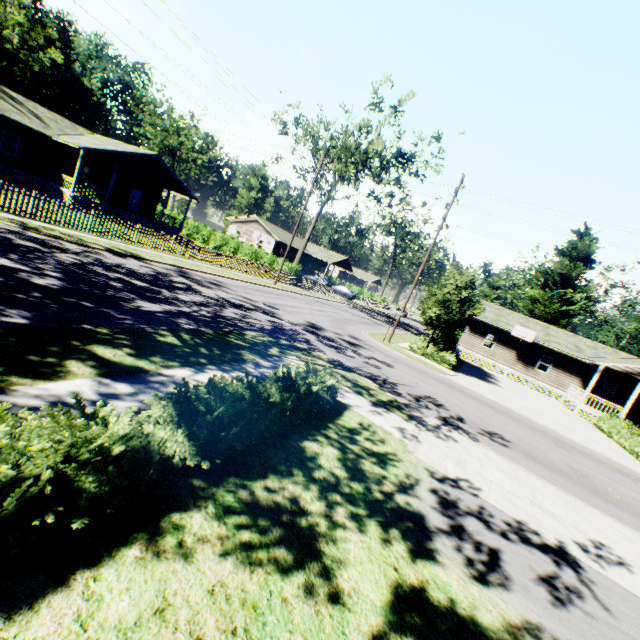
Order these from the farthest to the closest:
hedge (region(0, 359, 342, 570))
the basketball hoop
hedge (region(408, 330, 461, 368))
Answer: the basketball hoop, hedge (region(408, 330, 461, 368)), hedge (region(0, 359, 342, 570))

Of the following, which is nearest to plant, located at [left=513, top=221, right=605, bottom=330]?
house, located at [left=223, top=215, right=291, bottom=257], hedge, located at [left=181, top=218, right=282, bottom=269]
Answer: house, located at [left=223, top=215, right=291, bottom=257]

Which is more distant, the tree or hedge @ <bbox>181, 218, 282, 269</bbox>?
hedge @ <bbox>181, 218, 282, 269</bbox>

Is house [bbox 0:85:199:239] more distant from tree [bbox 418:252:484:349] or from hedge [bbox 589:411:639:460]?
hedge [bbox 589:411:639:460]

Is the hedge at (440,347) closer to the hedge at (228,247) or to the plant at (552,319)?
the plant at (552,319)

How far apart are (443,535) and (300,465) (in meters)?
2.48

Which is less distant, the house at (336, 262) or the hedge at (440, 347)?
the hedge at (440, 347)

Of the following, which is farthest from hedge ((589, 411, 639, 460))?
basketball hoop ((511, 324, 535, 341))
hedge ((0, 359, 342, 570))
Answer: hedge ((0, 359, 342, 570))
